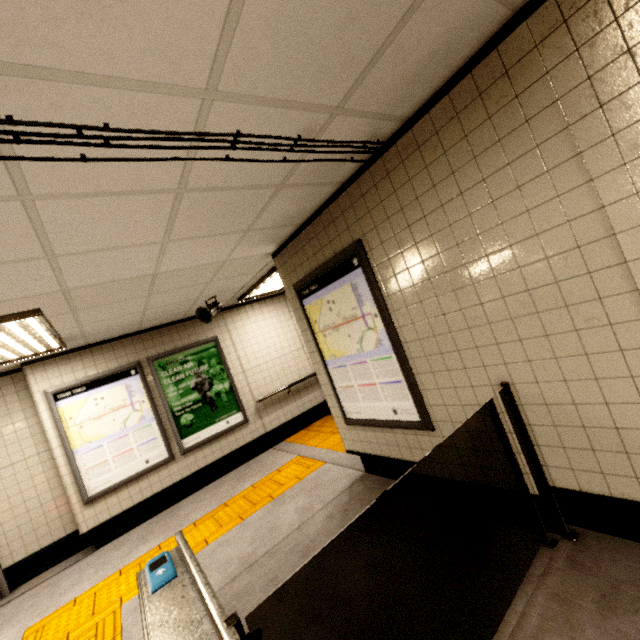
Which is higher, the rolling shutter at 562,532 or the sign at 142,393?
the sign at 142,393

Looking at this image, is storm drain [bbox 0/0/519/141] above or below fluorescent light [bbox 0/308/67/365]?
above

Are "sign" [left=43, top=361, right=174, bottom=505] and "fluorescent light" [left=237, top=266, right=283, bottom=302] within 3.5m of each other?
yes

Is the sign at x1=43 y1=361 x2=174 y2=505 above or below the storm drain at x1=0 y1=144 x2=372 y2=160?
below

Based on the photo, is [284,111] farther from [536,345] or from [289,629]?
[289,629]

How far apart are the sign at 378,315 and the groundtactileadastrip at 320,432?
0.9 meters

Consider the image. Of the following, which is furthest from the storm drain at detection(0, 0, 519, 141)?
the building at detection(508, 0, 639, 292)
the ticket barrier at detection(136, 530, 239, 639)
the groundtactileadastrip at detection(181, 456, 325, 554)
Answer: the groundtactileadastrip at detection(181, 456, 325, 554)

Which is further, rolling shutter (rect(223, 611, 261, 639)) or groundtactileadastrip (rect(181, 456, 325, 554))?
groundtactileadastrip (rect(181, 456, 325, 554))
